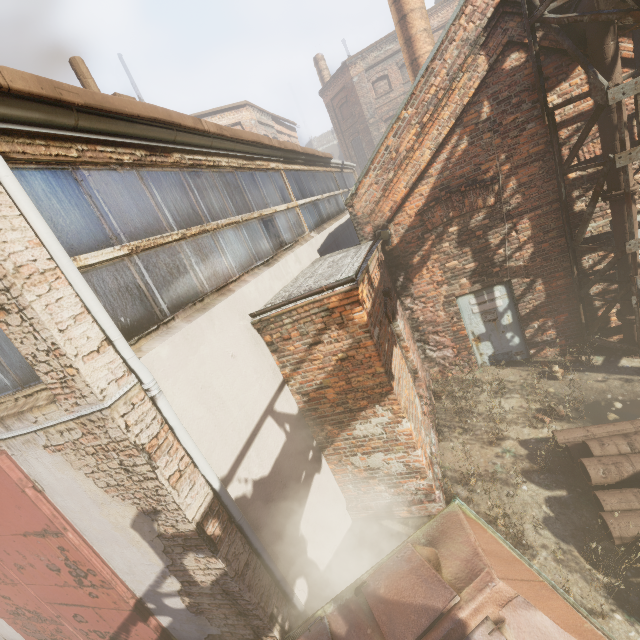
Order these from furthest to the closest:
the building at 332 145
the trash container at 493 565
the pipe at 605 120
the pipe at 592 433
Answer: the building at 332 145 < the pipe at 605 120 < the pipe at 592 433 < the trash container at 493 565

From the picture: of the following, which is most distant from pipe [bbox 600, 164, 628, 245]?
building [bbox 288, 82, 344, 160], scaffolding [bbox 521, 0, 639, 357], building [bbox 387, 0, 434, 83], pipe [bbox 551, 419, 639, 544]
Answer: building [bbox 288, 82, 344, 160]

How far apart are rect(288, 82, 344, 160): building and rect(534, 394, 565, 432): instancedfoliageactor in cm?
5912

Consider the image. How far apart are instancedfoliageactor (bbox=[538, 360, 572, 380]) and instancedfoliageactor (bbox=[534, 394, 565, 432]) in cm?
86

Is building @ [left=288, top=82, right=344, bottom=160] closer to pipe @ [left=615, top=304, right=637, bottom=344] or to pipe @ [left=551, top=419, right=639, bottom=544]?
pipe @ [left=615, top=304, right=637, bottom=344]

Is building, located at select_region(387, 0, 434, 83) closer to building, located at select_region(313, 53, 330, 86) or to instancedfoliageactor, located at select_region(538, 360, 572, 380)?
instancedfoliageactor, located at select_region(538, 360, 572, 380)

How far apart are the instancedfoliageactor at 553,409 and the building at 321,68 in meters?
30.3

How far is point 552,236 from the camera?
6.2m
